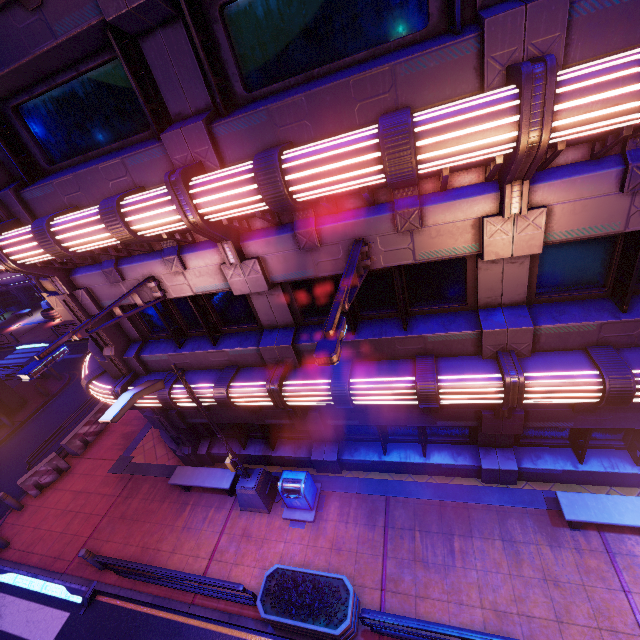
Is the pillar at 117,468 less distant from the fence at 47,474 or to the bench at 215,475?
the fence at 47,474

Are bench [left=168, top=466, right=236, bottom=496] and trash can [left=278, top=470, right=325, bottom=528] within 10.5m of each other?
yes

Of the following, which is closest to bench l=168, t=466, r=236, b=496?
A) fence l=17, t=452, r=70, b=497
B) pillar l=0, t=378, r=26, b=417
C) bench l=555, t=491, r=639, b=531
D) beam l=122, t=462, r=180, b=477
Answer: beam l=122, t=462, r=180, b=477

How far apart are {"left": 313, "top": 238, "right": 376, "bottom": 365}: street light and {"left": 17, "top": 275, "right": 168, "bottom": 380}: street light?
4.5 meters

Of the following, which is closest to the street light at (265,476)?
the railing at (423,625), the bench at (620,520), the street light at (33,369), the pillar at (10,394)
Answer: the street light at (33,369)

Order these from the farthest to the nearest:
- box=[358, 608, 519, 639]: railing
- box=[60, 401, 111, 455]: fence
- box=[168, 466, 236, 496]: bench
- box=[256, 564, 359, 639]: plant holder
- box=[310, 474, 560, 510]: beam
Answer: box=[60, 401, 111, 455]: fence → box=[168, 466, 236, 496]: bench → box=[310, 474, 560, 510]: beam → box=[256, 564, 359, 639]: plant holder → box=[358, 608, 519, 639]: railing

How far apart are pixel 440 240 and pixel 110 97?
6.7m

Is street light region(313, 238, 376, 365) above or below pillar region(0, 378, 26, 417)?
above
